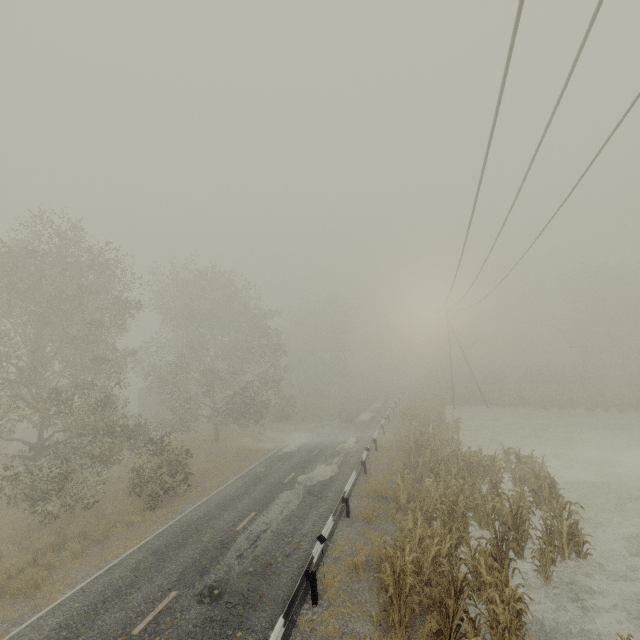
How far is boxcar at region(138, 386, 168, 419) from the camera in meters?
43.3 m

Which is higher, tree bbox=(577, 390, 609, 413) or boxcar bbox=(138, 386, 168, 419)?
boxcar bbox=(138, 386, 168, 419)

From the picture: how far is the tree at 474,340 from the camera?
44.8m

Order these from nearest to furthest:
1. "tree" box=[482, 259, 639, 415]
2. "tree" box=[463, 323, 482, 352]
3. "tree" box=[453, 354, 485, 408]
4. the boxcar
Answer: "tree" box=[482, 259, 639, 415], "tree" box=[453, 354, 485, 408], the boxcar, "tree" box=[463, 323, 482, 352]

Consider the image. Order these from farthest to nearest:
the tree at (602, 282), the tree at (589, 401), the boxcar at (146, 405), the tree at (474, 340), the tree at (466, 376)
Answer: the tree at (474, 340) < the boxcar at (146, 405) < the tree at (466, 376) < the tree at (602, 282) < the tree at (589, 401)

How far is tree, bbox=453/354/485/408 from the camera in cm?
4005

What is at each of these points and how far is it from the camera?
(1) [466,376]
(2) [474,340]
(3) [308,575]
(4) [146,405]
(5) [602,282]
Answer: (1) tree, 45.2m
(2) tree, 45.9m
(3) guardrail, 9.1m
(4) boxcar, 43.7m
(5) tree, 44.1m

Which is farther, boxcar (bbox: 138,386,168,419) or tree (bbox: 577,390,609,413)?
boxcar (bbox: 138,386,168,419)
